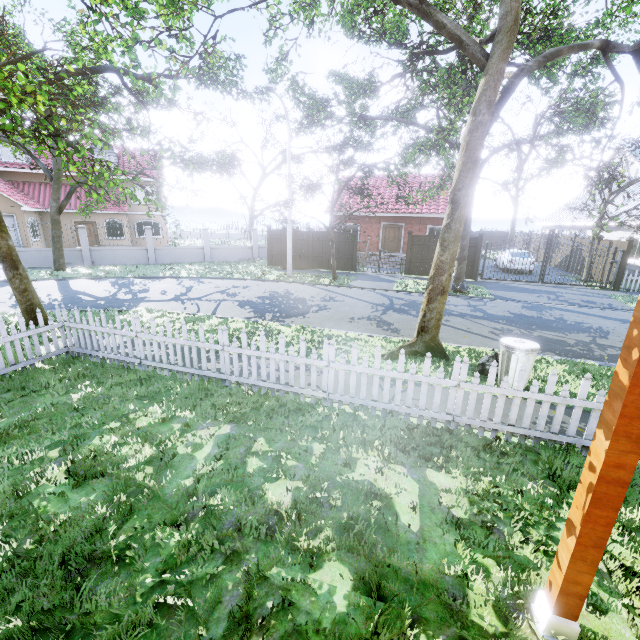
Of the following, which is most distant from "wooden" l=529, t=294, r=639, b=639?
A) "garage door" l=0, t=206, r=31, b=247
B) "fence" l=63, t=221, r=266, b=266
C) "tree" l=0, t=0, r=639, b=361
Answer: "garage door" l=0, t=206, r=31, b=247

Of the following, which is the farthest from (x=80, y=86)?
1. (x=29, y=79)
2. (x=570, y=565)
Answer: (x=570, y=565)

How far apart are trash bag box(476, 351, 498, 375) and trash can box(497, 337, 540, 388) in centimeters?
8cm

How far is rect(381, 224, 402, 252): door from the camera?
24.25m

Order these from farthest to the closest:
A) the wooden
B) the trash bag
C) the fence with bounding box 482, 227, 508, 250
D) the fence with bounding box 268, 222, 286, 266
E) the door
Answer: the fence with bounding box 482, 227, 508, 250, the door, the fence with bounding box 268, 222, 286, 266, the trash bag, the wooden

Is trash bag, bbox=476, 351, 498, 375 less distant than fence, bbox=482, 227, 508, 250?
Yes

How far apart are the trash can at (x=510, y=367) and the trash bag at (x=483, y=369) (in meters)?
0.08

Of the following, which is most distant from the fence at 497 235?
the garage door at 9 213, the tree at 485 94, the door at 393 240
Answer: the door at 393 240
